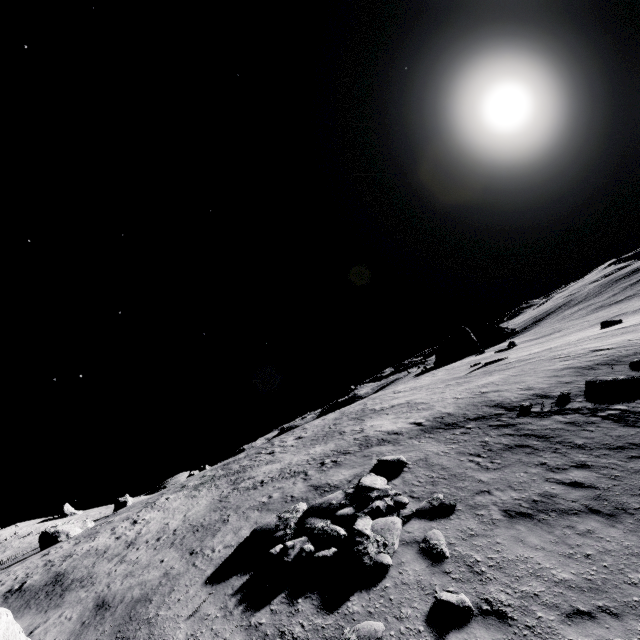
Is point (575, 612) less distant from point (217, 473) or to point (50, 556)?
point (50, 556)

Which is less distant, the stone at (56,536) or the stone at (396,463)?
the stone at (396,463)

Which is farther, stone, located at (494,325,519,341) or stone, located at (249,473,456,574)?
stone, located at (494,325,519,341)

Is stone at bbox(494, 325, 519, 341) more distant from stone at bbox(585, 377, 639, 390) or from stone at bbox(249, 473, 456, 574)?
stone at bbox(249, 473, 456, 574)

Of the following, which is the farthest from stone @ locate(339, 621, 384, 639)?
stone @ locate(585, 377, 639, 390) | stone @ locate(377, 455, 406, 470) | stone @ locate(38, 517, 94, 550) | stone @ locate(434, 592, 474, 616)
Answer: stone @ locate(38, 517, 94, 550)

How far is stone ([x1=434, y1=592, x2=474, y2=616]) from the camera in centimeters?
602cm

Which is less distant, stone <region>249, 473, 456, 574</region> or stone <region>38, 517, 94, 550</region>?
stone <region>249, 473, 456, 574</region>

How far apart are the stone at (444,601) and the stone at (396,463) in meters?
6.0 m
